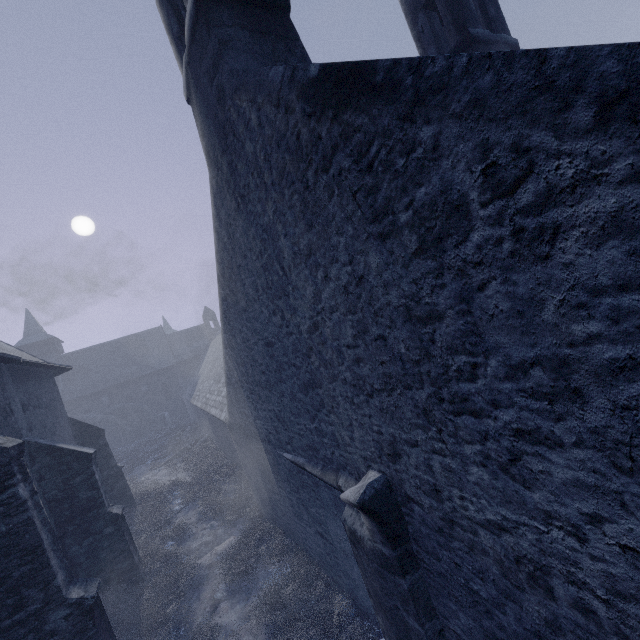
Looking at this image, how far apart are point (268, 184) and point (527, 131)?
2.97m

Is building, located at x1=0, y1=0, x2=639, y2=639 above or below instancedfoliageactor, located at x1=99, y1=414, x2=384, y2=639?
above

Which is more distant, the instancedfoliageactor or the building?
the instancedfoliageactor

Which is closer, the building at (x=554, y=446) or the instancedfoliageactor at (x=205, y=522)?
the building at (x=554, y=446)

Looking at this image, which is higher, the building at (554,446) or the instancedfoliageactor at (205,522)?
the building at (554,446)
